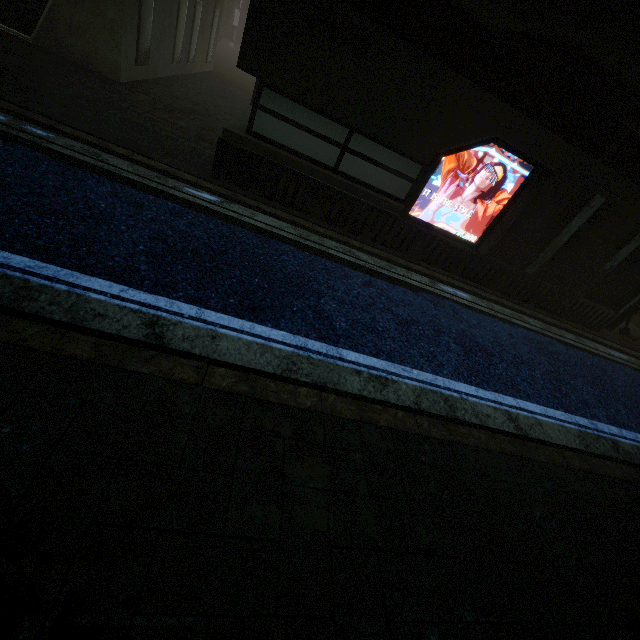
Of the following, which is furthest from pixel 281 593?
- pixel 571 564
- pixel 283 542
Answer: pixel 571 564
